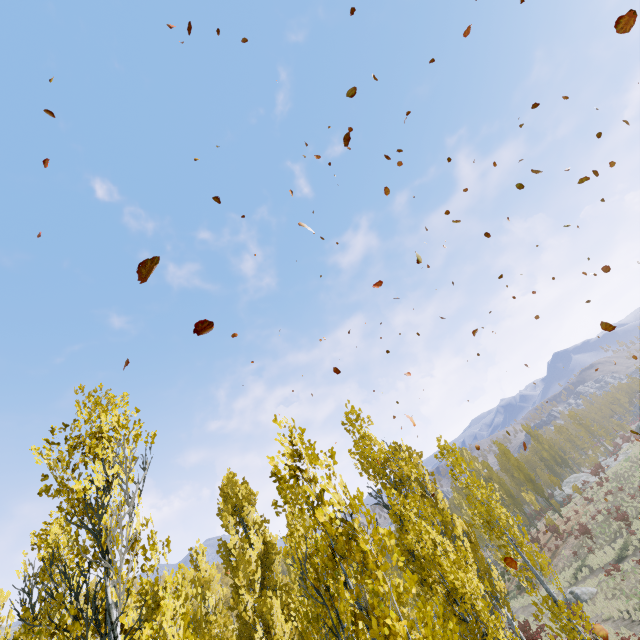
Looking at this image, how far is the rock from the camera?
25.6 meters

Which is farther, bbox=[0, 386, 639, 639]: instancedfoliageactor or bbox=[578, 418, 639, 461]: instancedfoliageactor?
bbox=[578, 418, 639, 461]: instancedfoliageactor

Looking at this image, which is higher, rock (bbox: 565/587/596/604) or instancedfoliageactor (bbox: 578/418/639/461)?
instancedfoliageactor (bbox: 578/418/639/461)

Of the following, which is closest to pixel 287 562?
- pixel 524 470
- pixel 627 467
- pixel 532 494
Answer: pixel 532 494

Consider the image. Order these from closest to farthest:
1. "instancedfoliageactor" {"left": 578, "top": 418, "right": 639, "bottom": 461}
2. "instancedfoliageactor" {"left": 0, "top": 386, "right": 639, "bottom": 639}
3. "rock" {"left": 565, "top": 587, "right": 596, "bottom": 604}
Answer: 1. "instancedfoliageactor" {"left": 0, "top": 386, "right": 639, "bottom": 639}
2. "rock" {"left": 565, "top": 587, "right": 596, "bottom": 604}
3. "instancedfoliageactor" {"left": 578, "top": 418, "right": 639, "bottom": 461}

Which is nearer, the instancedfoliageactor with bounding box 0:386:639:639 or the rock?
the instancedfoliageactor with bounding box 0:386:639:639

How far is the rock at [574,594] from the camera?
25.6m

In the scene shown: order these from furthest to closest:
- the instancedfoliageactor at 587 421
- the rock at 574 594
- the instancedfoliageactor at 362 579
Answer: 1. the instancedfoliageactor at 587 421
2. the rock at 574 594
3. the instancedfoliageactor at 362 579
